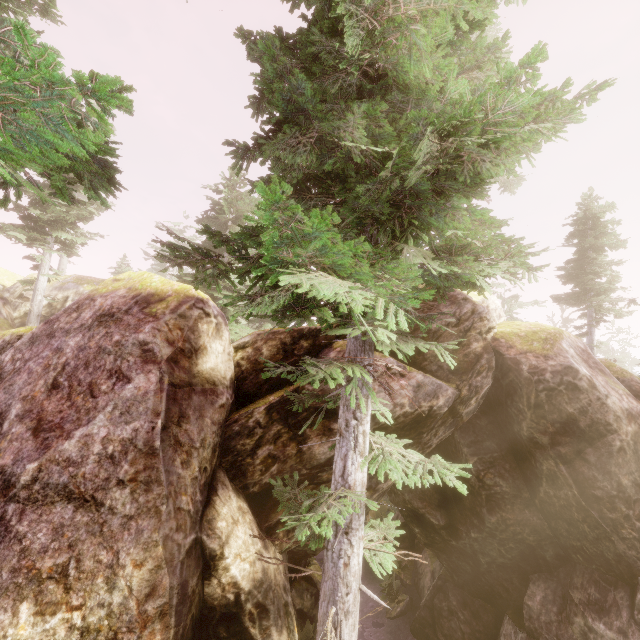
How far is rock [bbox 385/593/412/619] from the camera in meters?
17.1 m

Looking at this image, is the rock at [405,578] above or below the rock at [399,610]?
above

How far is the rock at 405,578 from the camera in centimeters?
1863cm

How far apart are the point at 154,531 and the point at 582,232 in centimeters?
2275cm

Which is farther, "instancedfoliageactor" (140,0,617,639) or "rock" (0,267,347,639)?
"rock" (0,267,347,639)

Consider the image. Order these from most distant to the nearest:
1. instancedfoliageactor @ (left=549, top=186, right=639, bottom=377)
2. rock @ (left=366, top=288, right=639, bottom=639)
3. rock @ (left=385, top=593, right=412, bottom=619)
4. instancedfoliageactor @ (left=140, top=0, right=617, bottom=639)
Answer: rock @ (left=385, top=593, right=412, bottom=619) → instancedfoliageactor @ (left=549, top=186, right=639, bottom=377) → rock @ (left=366, top=288, right=639, bottom=639) → instancedfoliageactor @ (left=140, top=0, right=617, bottom=639)

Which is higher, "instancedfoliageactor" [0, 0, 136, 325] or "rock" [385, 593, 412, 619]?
"instancedfoliageactor" [0, 0, 136, 325]
